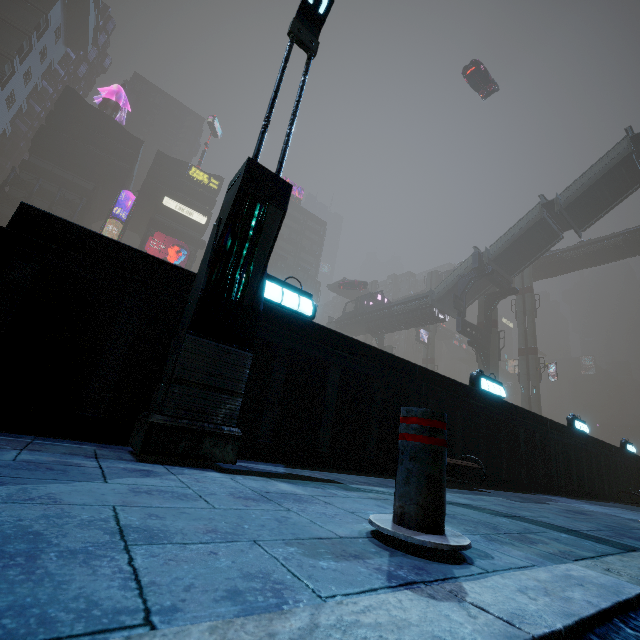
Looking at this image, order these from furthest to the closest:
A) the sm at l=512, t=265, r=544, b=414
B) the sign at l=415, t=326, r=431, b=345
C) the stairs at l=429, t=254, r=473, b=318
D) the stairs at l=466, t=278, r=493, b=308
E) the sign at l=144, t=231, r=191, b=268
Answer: the sign at l=415, t=326, r=431, b=345 → the sign at l=144, t=231, r=191, b=268 → the sm at l=512, t=265, r=544, b=414 → the stairs at l=466, t=278, r=493, b=308 → the stairs at l=429, t=254, r=473, b=318

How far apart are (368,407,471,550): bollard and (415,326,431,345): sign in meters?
53.6

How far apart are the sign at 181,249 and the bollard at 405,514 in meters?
57.1 m

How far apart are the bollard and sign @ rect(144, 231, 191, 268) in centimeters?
5715cm

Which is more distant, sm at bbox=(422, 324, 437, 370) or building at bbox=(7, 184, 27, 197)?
sm at bbox=(422, 324, 437, 370)

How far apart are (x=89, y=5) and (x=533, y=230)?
86.3m

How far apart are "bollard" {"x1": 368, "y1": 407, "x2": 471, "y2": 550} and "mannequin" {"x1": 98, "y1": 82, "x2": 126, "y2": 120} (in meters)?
72.96

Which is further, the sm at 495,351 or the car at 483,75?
the sm at 495,351
